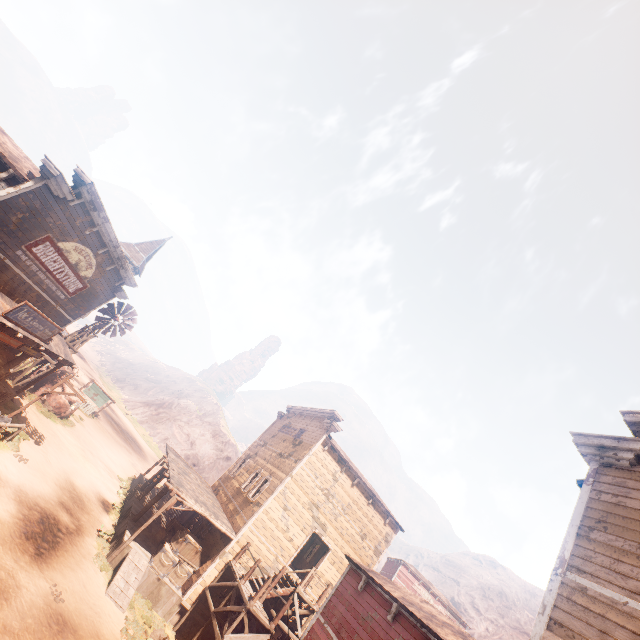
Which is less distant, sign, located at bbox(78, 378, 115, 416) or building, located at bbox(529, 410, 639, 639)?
building, located at bbox(529, 410, 639, 639)

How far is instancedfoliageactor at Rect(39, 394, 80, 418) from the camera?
22.3m

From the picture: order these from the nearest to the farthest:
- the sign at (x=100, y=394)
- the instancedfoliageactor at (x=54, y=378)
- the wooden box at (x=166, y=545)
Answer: the wooden box at (x=166, y=545) < the instancedfoliageactor at (x=54, y=378) < the sign at (x=100, y=394)

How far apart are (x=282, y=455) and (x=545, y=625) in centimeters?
1736cm

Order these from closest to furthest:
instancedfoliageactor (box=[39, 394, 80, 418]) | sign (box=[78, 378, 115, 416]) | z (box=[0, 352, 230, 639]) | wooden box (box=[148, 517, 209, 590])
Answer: z (box=[0, 352, 230, 639]) → wooden box (box=[148, 517, 209, 590]) → instancedfoliageactor (box=[39, 394, 80, 418]) → sign (box=[78, 378, 115, 416])

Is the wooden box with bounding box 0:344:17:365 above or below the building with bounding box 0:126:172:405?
below

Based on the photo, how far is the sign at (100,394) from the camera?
31.5m

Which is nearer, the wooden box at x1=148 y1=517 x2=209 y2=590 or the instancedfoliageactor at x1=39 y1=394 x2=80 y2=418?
the wooden box at x1=148 y1=517 x2=209 y2=590
